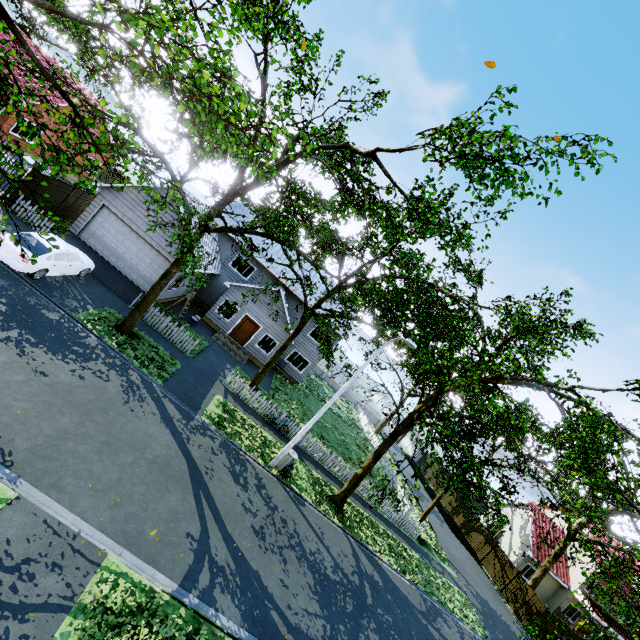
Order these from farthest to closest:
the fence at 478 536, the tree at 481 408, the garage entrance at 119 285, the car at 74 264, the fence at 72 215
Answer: the fence at 478 536, the fence at 72 215, the garage entrance at 119 285, the car at 74 264, the tree at 481 408

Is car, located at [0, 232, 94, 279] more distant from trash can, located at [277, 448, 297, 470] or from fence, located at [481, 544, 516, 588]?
trash can, located at [277, 448, 297, 470]

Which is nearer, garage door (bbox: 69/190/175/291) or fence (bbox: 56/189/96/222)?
garage door (bbox: 69/190/175/291)

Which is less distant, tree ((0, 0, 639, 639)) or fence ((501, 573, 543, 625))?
tree ((0, 0, 639, 639))

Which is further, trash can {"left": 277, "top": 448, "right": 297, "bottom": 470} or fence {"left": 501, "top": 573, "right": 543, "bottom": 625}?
fence {"left": 501, "top": 573, "right": 543, "bottom": 625}

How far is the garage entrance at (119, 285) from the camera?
17.6 meters

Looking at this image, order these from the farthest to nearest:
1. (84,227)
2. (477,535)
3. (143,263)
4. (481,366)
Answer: (477,535), (143,263), (84,227), (481,366)

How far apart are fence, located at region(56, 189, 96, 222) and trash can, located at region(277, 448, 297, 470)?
19.5 meters
